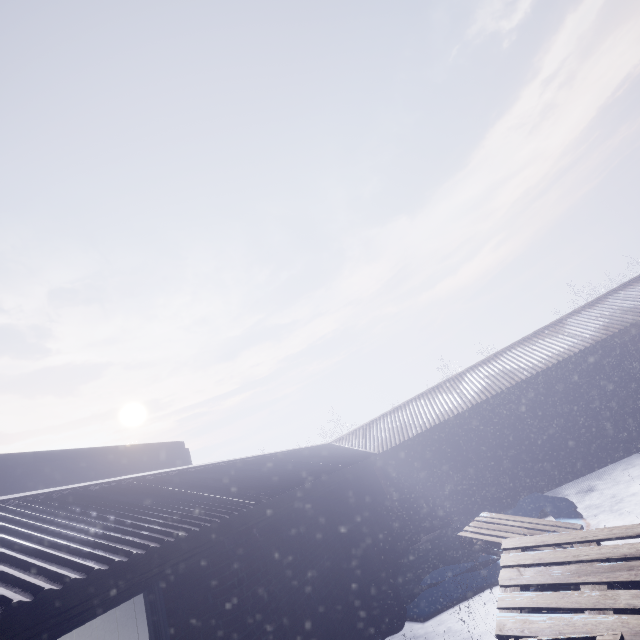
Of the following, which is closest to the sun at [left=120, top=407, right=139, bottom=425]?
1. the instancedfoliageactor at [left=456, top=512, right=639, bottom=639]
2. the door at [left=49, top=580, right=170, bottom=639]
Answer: the instancedfoliageactor at [left=456, top=512, right=639, bottom=639]

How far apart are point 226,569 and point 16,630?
1.5 meters

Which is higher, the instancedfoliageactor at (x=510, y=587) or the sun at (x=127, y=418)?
the sun at (x=127, y=418)

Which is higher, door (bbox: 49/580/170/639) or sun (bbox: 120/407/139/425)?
sun (bbox: 120/407/139/425)

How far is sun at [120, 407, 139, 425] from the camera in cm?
5874

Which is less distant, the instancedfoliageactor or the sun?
the instancedfoliageactor

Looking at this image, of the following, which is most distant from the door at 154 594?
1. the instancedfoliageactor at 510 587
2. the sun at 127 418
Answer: the sun at 127 418
